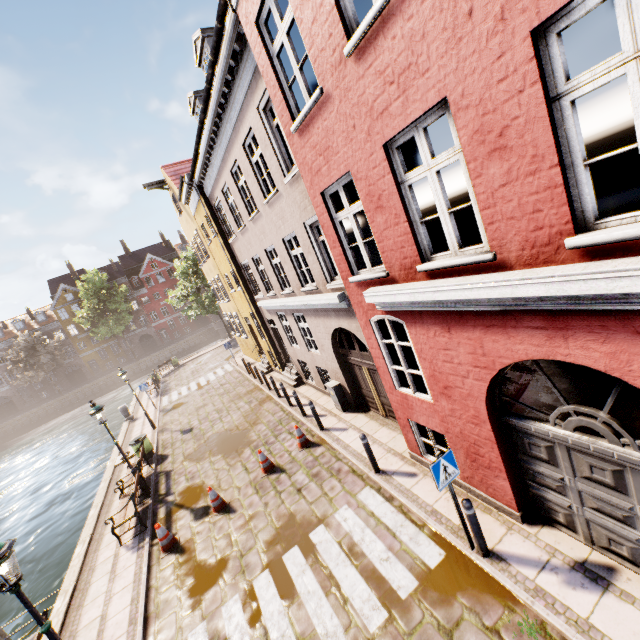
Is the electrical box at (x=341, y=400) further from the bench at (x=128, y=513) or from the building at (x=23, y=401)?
the building at (x=23, y=401)

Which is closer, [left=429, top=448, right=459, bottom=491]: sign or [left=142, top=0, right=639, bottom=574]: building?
[left=142, top=0, right=639, bottom=574]: building

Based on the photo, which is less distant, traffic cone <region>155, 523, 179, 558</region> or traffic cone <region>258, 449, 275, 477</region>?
traffic cone <region>155, 523, 179, 558</region>

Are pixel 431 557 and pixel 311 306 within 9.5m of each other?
yes

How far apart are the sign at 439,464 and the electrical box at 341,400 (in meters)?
6.12

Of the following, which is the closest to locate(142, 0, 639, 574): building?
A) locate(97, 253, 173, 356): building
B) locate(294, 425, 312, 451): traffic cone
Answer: locate(294, 425, 312, 451): traffic cone

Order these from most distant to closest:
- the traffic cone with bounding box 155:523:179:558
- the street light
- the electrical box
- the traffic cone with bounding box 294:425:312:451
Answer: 1. the electrical box
2. the traffic cone with bounding box 294:425:312:451
3. the traffic cone with bounding box 155:523:179:558
4. the street light

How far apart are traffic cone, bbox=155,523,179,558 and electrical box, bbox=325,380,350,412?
5.9m
